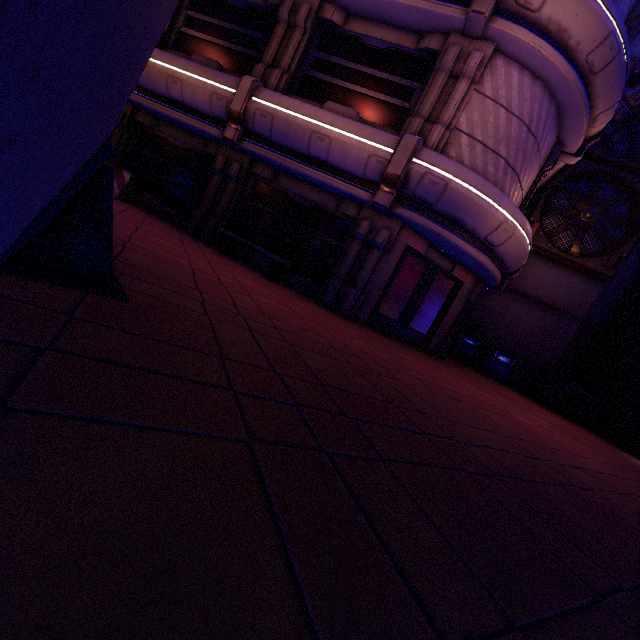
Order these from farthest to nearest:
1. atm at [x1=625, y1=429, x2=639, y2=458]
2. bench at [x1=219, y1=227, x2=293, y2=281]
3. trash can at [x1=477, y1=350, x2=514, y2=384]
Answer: trash can at [x1=477, y1=350, x2=514, y2=384]
atm at [x1=625, y1=429, x2=639, y2=458]
bench at [x1=219, y1=227, x2=293, y2=281]

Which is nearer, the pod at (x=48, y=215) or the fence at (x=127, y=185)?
the pod at (x=48, y=215)

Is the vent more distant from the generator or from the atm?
the atm

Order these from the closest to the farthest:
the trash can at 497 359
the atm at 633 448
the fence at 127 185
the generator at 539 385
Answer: the fence at 127 185, the atm at 633 448, the generator at 539 385, the trash can at 497 359

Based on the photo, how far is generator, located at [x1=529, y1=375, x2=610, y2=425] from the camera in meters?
13.0

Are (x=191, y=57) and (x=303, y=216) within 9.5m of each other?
yes

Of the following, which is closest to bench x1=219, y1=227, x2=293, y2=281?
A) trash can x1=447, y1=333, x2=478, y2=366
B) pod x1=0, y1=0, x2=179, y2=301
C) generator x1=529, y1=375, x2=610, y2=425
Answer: pod x1=0, y1=0, x2=179, y2=301

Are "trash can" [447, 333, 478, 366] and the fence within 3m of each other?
no
